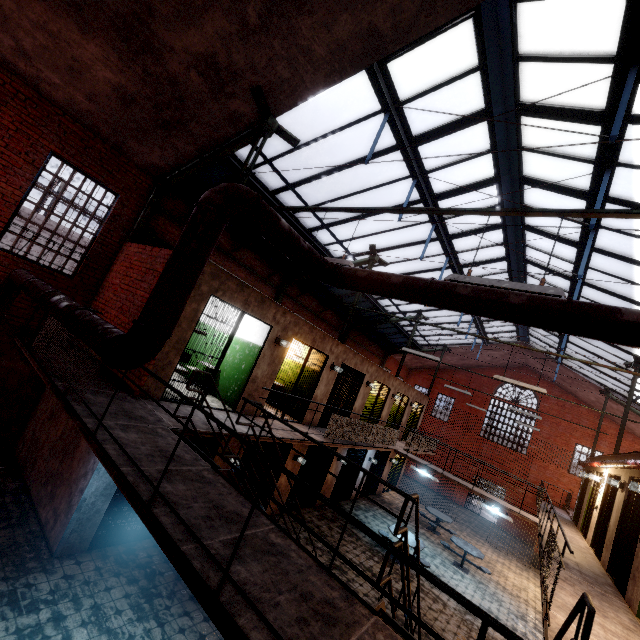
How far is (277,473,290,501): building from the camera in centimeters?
1024cm

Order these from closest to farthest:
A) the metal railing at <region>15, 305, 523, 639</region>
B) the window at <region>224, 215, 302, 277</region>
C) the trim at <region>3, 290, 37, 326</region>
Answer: the metal railing at <region>15, 305, 523, 639</region>, the trim at <region>3, 290, 37, 326</region>, the window at <region>224, 215, 302, 277</region>

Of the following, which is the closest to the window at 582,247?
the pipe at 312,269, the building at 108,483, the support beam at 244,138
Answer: the support beam at 244,138

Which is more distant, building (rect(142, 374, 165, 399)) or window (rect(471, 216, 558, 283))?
window (rect(471, 216, 558, 283))

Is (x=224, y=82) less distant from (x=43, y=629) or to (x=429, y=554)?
(x=43, y=629)

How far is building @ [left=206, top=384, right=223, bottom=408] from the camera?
8.0 meters

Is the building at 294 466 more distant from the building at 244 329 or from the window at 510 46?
the window at 510 46

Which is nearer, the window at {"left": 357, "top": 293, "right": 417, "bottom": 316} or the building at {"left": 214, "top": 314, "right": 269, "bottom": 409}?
the building at {"left": 214, "top": 314, "right": 269, "bottom": 409}
